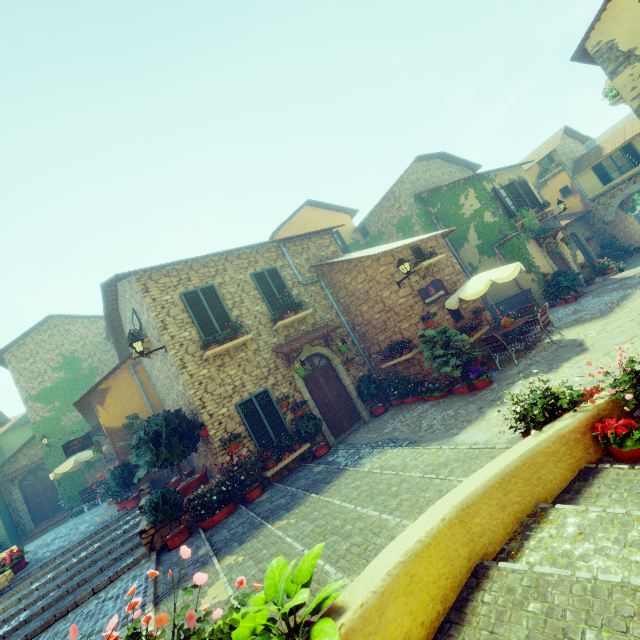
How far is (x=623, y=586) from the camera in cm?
231

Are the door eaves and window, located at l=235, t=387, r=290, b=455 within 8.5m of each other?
yes

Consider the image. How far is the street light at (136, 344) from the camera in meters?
8.9

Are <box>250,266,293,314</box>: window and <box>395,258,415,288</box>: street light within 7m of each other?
yes

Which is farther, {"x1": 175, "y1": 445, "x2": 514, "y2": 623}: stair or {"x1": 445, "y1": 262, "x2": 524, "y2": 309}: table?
{"x1": 445, "y1": 262, "x2": 524, "y2": 309}: table

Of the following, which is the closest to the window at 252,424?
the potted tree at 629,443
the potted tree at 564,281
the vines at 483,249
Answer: the potted tree at 629,443

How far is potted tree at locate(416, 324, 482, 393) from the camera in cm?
912

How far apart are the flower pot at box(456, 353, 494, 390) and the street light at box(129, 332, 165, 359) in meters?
8.6 m
